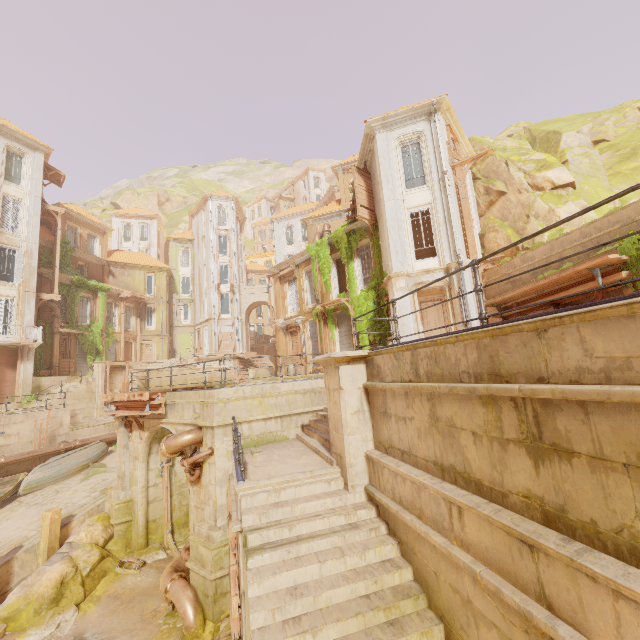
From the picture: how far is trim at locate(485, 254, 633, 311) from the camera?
8.83m

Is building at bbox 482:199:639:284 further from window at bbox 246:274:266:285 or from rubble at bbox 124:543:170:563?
window at bbox 246:274:266:285

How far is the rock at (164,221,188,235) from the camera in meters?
56.9 m

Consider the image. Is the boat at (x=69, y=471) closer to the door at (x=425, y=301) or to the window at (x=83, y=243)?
the door at (x=425, y=301)

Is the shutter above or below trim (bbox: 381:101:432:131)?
below

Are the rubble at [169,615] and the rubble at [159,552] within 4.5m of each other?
yes

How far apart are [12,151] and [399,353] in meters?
34.0

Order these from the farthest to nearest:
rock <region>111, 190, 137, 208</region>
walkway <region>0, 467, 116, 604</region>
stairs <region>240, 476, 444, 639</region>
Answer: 1. rock <region>111, 190, 137, 208</region>
2. walkway <region>0, 467, 116, 604</region>
3. stairs <region>240, 476, 444, 639</region>
